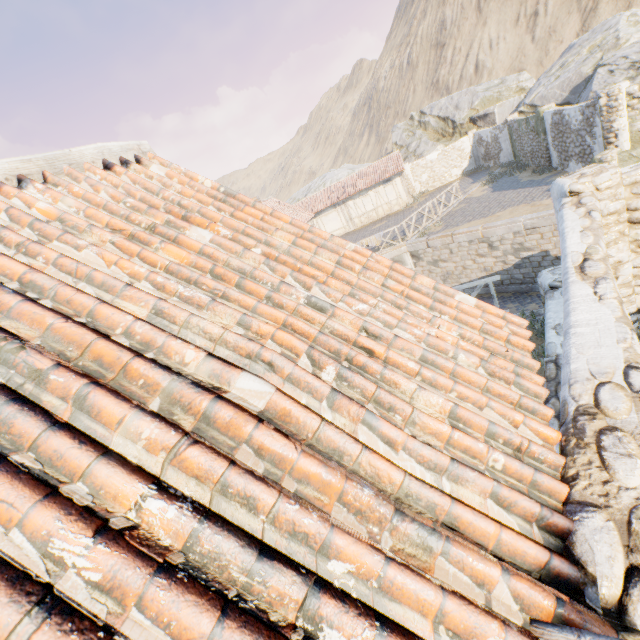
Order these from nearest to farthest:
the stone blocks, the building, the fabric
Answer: the stone blocks, the fabric, the building

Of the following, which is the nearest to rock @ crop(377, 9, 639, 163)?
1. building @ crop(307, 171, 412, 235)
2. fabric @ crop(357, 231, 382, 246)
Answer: building @ crop(307, 171, 412, 235)

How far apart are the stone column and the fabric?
11.67m

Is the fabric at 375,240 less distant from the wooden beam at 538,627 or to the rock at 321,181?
the rock at 321,181

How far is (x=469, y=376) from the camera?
2.1 meters

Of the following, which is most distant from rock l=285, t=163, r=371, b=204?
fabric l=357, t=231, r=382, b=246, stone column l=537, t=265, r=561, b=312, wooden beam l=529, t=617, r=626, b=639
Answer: wooden beam l=529, t=617, r=626, b=639

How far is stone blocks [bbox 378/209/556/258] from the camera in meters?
12.8

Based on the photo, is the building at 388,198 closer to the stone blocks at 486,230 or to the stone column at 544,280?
the stone blocks at 486,230
